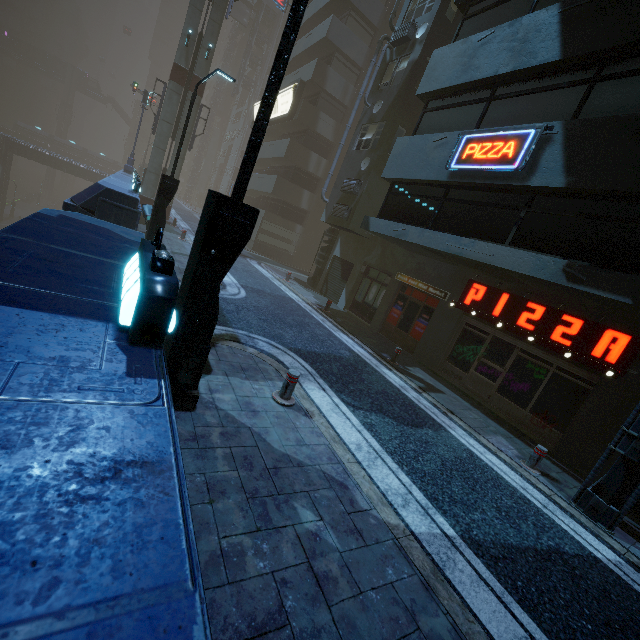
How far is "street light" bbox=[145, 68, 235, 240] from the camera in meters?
10.7 m

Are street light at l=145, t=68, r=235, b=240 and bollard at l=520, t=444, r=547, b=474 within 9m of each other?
no

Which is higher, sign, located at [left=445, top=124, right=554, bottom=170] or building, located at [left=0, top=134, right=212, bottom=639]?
sign, located at [left=445, top=124, right=554, bottom=170]

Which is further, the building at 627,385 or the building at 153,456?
the building at 627,385

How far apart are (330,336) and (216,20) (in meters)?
24.27

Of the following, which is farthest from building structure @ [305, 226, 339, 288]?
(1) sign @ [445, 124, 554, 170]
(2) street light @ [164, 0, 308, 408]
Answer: (2) street light @ [164, 0, 308, 408]

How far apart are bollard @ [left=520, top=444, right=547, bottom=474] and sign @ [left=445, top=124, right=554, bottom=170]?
6.54m

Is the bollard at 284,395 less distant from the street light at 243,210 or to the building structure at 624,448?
the street light at 243,210
